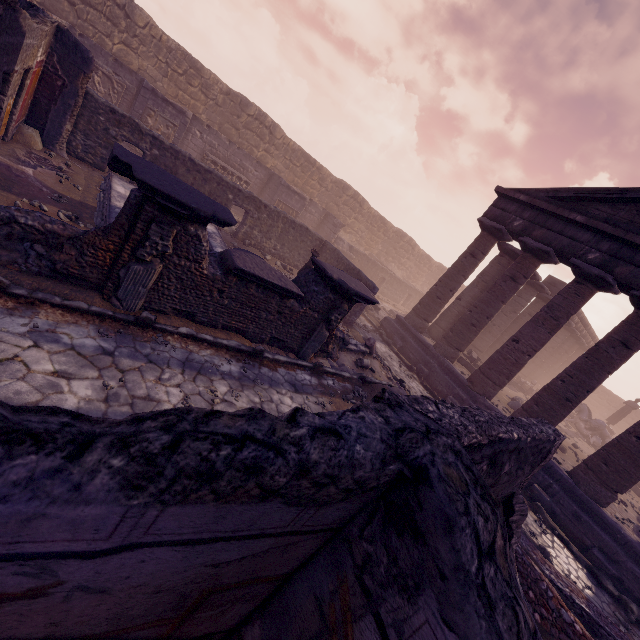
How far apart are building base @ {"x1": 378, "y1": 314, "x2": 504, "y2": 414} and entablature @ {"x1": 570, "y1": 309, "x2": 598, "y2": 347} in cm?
529

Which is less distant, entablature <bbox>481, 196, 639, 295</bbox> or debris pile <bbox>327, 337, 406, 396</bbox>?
debris pile <bbox>327, 337, 406, 396</bbox>

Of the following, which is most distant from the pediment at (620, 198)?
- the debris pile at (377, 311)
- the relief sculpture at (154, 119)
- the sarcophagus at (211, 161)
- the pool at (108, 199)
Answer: the relief sculpture at (154, 119)

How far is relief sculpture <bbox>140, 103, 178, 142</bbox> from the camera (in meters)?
12.94

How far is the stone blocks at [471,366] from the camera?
14.6m

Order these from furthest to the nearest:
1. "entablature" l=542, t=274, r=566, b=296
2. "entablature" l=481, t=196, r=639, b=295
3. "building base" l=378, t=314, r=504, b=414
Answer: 1. "entablature" l=542, t=274, r=566, b=296
2. "building base" l=378, t=314, r=504, b=414
3. "entablature" l=481, t=196, r=639, b=295

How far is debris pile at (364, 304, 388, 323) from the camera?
16.65m

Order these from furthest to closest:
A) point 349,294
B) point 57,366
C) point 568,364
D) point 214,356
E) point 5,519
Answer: point 568,364 → point 349,294 → point 214,356 → point 57,366 → point 5,519
